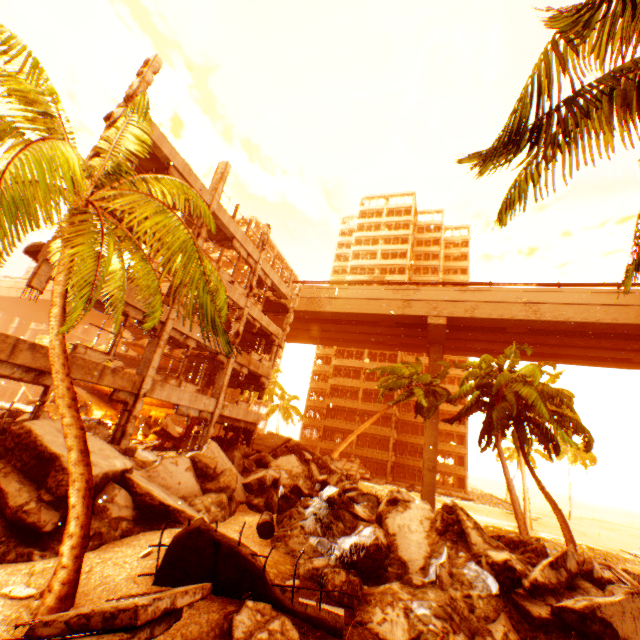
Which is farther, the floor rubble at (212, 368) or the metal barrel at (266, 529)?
the floor rubble at (212, 368)

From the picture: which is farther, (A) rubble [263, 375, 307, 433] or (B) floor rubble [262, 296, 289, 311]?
(A) rubble [263, 375, 307, 433]

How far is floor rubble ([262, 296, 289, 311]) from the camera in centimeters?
2511cm

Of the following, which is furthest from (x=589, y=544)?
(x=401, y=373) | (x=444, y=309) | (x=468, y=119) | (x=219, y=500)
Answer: (x=468, y=119)

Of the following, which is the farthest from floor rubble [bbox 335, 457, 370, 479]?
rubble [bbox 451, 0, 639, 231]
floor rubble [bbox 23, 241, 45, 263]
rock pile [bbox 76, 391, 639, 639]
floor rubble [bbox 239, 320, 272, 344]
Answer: floor rubble [bbox 23, 241, 45, 263]

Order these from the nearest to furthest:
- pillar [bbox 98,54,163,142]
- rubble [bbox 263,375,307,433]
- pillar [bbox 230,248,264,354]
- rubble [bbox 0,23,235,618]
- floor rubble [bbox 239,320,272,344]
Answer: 1. rubble [bbox 0,23,235,618]
2. pillar [bbox 98,54,163,142]
3. pillar [bbox 230,248,264,354]
4. floor rubble [bbox 239,320,272,344]
5. rubble [bbox 263,375,307,433]

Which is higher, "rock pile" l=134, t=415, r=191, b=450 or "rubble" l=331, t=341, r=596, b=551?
"rubble" l=331, t=341, r=596, b=551

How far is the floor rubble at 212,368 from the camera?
18.5m
